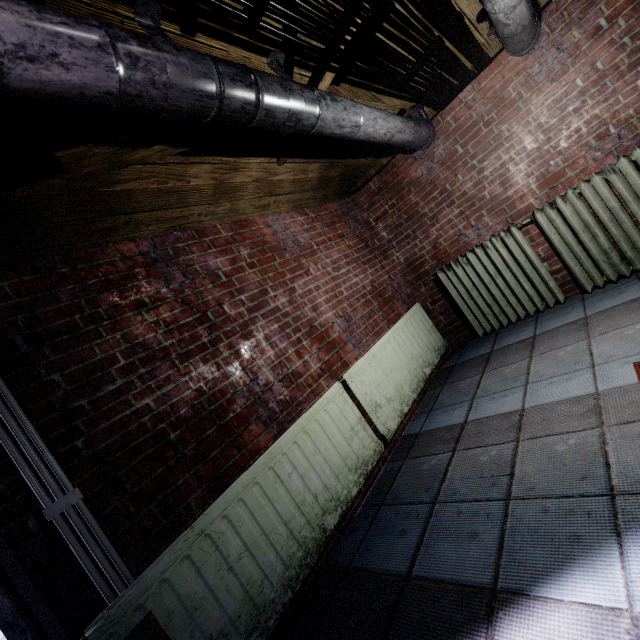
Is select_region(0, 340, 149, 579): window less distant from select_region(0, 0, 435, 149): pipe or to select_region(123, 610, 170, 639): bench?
select_region(123, 610, 170, 639): bench

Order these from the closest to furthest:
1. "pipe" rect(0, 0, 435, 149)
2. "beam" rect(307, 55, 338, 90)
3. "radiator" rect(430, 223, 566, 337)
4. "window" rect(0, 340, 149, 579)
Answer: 1. "pipe" rect(0, 0, 435, 149)
2. "window" rect(0, 340, 149, 579)
3. "beam" rect(307, 55, 338, 90)
4. "radiator" rect(430, 223, 566, 337)

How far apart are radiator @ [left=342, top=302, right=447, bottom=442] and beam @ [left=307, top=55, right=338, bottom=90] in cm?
144

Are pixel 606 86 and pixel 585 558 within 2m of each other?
no

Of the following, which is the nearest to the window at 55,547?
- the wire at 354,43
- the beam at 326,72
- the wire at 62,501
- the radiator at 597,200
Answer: the wire at 62,501

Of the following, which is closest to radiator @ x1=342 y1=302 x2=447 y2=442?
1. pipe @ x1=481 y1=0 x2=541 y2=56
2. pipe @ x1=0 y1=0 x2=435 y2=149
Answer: pipe @ x1=0 y1=0 x2=435 y2=149

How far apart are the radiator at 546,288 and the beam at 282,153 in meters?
1.3 m
